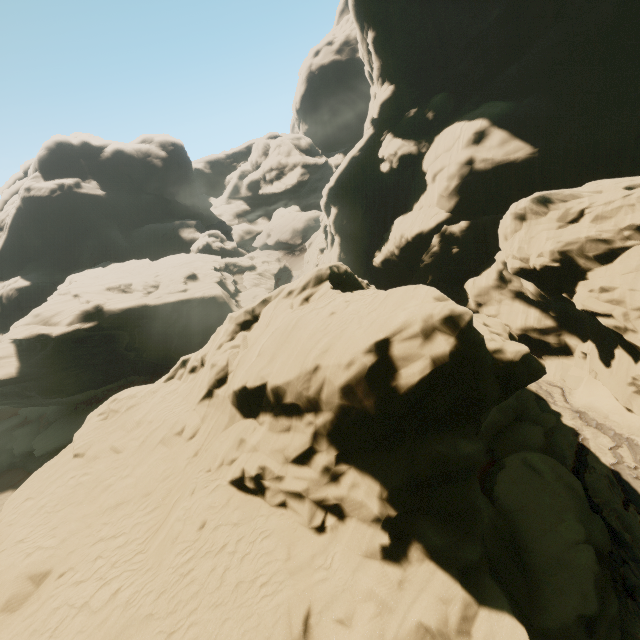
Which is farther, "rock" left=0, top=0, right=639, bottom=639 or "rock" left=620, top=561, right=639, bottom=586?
"rock" left=620, top=561, right=639, bottom=586

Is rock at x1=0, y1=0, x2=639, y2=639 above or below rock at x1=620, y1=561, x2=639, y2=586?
above

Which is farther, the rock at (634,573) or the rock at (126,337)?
the rock at (634,573)

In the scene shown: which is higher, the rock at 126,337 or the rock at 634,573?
the rock at 126,337

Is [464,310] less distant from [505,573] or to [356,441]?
[356,441]
